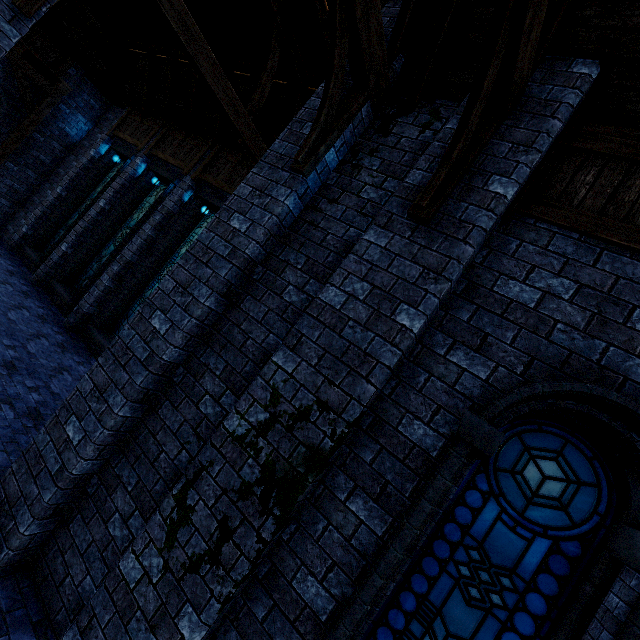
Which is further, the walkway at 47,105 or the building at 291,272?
the walkway at 47,105

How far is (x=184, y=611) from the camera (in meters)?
2.52

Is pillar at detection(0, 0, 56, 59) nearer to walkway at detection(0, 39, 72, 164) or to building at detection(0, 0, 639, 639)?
building at detection(0, 0, 639, 639)

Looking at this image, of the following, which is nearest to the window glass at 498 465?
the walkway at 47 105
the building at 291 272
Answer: the building at 291 272

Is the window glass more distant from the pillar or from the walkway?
the walkway

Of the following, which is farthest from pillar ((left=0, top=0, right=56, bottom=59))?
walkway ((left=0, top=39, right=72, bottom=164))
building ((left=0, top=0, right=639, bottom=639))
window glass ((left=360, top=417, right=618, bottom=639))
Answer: window glass ((left=360, top=417, right=618, bottom=639))

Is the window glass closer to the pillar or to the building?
the building
